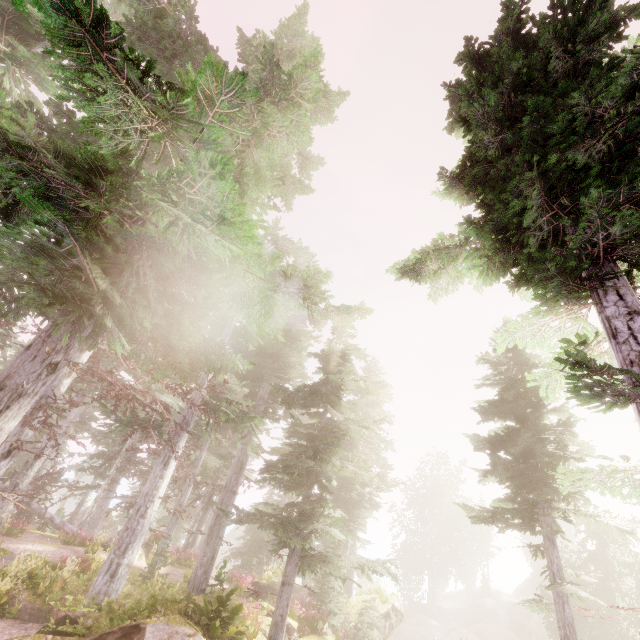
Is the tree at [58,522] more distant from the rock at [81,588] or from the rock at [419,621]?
the rock at [419,621]

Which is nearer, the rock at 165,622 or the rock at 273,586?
the rock at 165,622

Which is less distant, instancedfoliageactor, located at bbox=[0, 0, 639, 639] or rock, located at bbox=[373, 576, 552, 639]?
instancedfoliageactor, located at bbox=[0, 0, 639, 639]

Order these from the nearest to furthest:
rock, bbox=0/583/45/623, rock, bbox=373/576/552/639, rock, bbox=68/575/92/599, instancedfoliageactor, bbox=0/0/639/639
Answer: instancedfoliageactor, bbox=0/0/639/639
rock, bbox=0/583/45/623
rock, bbox=68/575/92/599
rock, bbox=373/576/552/639

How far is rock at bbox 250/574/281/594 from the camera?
20.33m

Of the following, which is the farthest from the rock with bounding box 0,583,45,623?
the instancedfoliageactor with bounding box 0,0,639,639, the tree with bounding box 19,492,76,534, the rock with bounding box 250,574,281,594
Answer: the tree with bounding box 19,492,76,534

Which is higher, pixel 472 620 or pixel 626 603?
pixel 626 603

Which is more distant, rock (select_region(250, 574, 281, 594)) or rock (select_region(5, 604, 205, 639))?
rock (select_region(250, 574, 281, 594))
